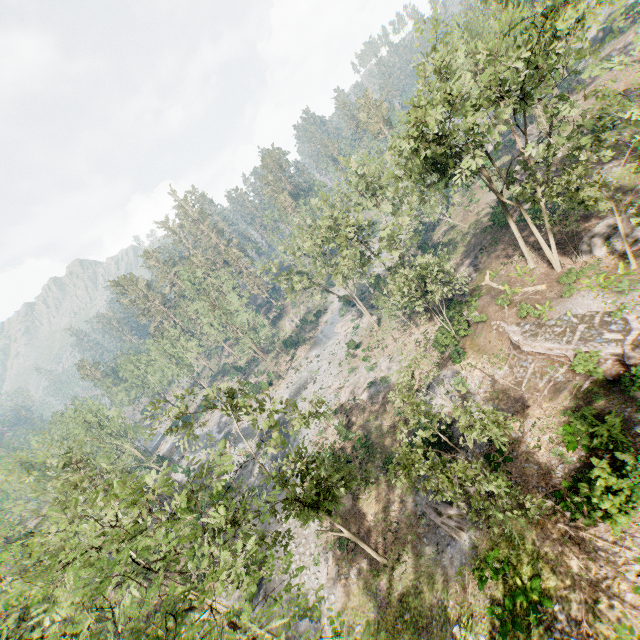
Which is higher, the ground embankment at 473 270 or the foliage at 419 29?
the foliage at 419 29

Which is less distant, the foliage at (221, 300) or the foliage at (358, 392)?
the foliage at (358, 392)

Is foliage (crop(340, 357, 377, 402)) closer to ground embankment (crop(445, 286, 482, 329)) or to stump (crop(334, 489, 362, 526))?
ground embankment (crop(445, 286, 482, 329))

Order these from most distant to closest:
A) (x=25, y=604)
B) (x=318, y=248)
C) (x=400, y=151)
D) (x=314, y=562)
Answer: (x=318, y=248), (x=314, y=562), (x=400, y=151), (x=25, y=604)

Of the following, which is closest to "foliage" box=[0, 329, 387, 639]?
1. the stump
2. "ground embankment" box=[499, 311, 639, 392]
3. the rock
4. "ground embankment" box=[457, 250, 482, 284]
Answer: "ground embankment" box=[499, 311, 639, 392]

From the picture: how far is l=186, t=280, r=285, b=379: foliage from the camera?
48.0m

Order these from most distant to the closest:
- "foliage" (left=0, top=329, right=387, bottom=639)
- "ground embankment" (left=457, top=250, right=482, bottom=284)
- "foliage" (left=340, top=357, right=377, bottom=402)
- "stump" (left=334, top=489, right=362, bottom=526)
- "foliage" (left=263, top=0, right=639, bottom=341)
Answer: "foliage" (left=340, top=357, right=377, bottom=402), "ground embankment" (left=457, top=250, right=482, bottom=284), "stump" (left=334, top=489, right=362, bottom=526), "foliage" (left=263, top=0, right=639, bottom=341), "foliage" (left=0, top=329, right=387, bottom=639)

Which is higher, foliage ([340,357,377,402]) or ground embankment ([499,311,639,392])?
ground embankment ([499,311,639,392])
